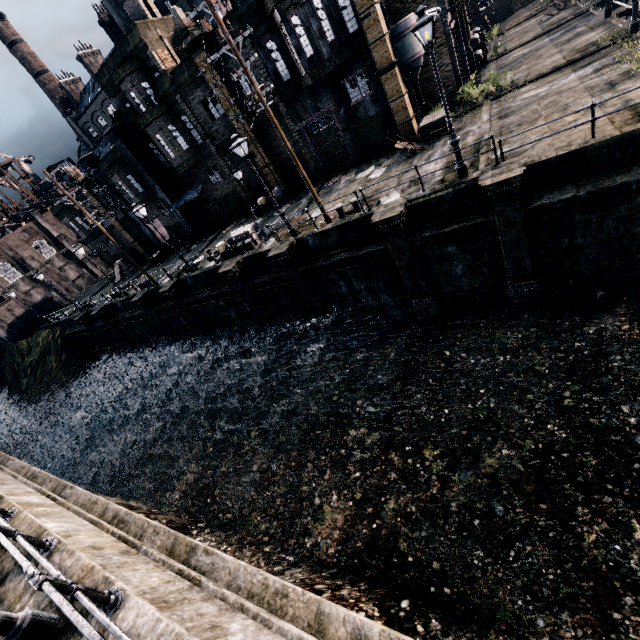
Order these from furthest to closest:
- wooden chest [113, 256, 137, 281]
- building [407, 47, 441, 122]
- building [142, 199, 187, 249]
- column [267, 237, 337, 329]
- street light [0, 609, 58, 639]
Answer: wooden chest [113, 256, 137, 281], building [142, 199, 187, 249], building [407, 47, 441, 122], column [267, 237, 337, 329], street light [0, 609, 58, 639]

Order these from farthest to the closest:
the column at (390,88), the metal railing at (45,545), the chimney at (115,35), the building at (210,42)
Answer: the chimney at (115,35), the building at (210,42), the column at (390,88), the metal railing at (45,545)

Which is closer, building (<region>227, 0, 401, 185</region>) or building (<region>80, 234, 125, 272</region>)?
building (<region>227, 0, 401, 185</region>)

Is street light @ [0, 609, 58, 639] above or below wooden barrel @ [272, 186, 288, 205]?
above

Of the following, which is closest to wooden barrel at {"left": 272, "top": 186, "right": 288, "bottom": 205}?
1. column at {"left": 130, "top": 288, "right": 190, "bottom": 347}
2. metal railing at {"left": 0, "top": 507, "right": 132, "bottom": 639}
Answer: column at {"left": 130, "top": 288, "right": 190, "bottom": 347}

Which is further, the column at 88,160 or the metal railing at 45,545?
the column at 88,160

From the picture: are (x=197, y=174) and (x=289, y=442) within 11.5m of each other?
no

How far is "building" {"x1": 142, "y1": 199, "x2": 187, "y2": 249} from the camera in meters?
32.9 m
